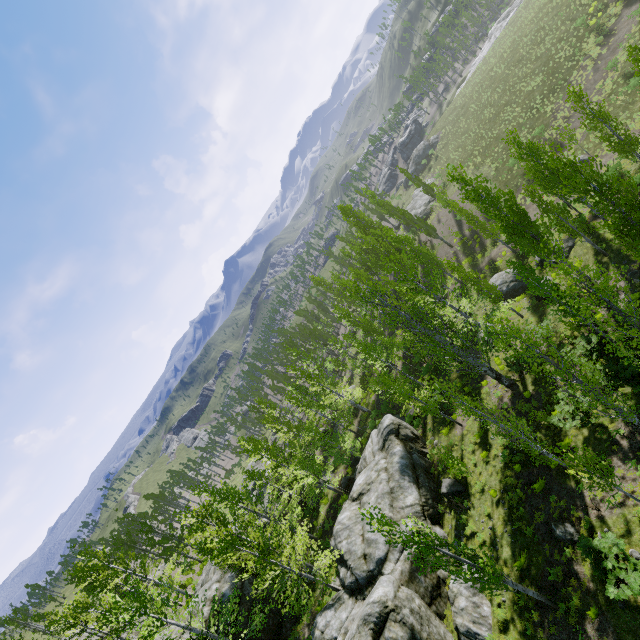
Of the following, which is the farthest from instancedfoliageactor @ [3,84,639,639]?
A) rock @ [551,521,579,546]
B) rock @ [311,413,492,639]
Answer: rock @ [551,521,579,546]

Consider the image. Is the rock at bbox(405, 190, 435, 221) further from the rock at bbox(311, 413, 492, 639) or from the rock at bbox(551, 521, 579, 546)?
the rock at bbox(551, 521, 579, 546)

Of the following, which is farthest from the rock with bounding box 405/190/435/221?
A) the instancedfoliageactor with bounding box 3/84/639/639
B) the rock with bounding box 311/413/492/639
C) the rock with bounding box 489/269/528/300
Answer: the rock with bounding box 311/413/492/639

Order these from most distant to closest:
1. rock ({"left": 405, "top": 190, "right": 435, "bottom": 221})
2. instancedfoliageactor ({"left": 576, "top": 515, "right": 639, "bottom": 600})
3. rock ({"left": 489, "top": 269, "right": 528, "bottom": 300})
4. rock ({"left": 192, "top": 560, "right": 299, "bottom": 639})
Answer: rock ({"left": 405, "top": 190, "right": 435, "bottom": 221}), rock ({"left": 489, "top": 269, "right": 528, "bottom": 300}), rock ({"left": 192, "top": 560, "right": 299, "bottom": 639}), instancedfoliageactor ({"left": 576, "top": 515, "right": 639, "bottom": 600})

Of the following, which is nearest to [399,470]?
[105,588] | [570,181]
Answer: [570,181]

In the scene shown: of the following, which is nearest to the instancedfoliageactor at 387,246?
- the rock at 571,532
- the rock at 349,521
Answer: the rock at 349,521

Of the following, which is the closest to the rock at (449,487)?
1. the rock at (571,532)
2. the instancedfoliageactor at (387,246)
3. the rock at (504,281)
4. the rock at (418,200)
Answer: the instancedfoliageactor at (387,246)

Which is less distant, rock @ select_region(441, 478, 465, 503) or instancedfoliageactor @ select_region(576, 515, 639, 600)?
instancedfoliageactor @ select_region(576, 515, 639, 600)
